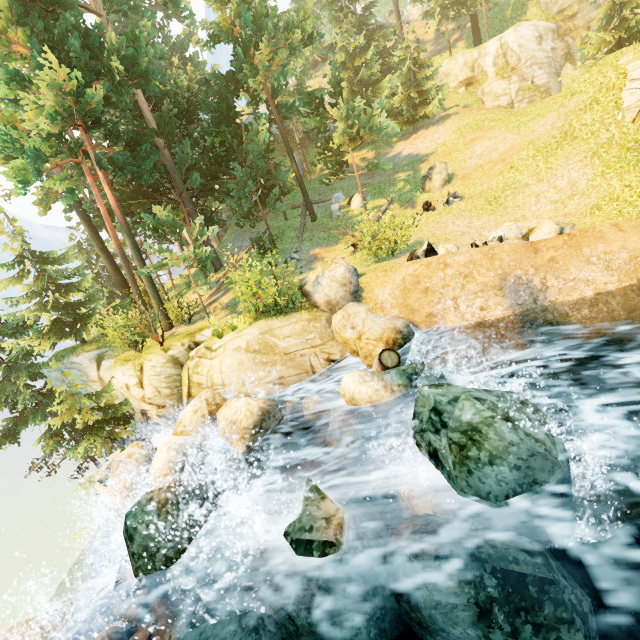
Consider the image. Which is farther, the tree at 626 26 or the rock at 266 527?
the tree at 626 26

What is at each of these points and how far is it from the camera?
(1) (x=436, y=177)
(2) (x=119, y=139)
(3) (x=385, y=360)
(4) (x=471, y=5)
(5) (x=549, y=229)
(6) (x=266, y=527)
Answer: (1) rock, 18.72m
(2) tree, 16.44m
(3) barrel, 8.70m
(4) tree, 30.08m
(5) rock, 11.35m
(6) rock, 6.02m

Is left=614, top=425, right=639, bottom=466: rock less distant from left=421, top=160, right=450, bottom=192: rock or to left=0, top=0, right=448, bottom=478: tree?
left=0, top=0, right=448, bottom=478: tree

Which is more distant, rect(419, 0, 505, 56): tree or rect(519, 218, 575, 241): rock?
rect(419, 0, 505, 56): tree

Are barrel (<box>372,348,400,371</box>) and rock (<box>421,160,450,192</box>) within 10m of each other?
no

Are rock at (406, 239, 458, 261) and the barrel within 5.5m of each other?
yes

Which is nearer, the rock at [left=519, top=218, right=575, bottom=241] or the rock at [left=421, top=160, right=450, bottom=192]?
the rock at [left=519, top=218, right=575, bottom=241]

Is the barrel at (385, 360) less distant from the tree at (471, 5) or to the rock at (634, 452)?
the rock at (634, 452)
